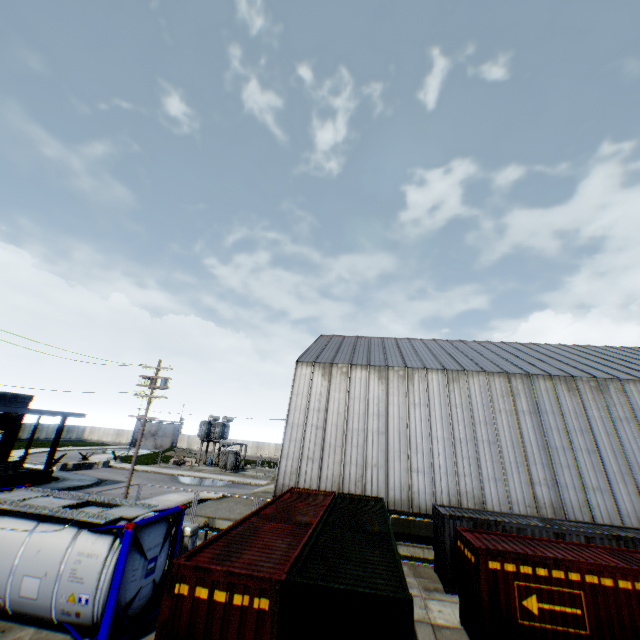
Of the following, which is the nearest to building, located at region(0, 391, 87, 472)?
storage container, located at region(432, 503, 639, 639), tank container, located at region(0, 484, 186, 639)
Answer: tank container, located at region(0, 484, 186, 639)

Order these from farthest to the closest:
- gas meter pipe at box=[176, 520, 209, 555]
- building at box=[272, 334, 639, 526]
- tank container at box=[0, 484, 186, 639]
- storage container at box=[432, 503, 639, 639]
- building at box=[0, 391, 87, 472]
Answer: building at box=[0, 391, 87, 472], building at box=[272, 334, 639, 526], gas meter pipe at box=[176, 520, 209, 555], storage container at box=[432, 503, 639, 639], tank container at box=[0, 484, 186, 639]

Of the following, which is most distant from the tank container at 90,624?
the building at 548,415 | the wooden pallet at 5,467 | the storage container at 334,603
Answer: the wooden pallet at 5,467

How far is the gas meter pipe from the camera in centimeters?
1464cm

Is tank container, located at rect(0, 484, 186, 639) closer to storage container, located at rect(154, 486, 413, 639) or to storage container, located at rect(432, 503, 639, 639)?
storage container, located at rect(154, 486, 413, 639)

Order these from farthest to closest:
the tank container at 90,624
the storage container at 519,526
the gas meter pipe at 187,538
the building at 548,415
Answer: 1. the building at 548,415
2. the gas meter pipe at 187,538
3. the storage container at 519,526
4. the tank container at 90,624

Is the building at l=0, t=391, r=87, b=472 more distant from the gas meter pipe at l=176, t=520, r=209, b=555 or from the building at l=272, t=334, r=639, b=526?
the building at l=272, t=334, r=639, b=526

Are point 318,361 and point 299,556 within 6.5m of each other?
no
